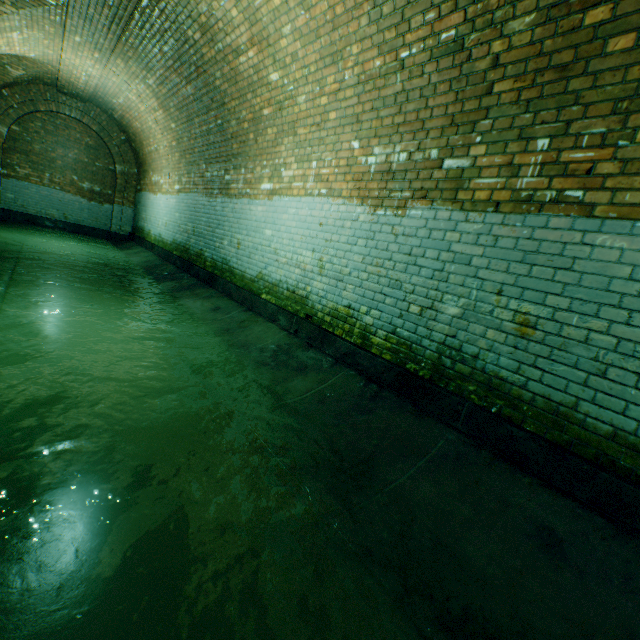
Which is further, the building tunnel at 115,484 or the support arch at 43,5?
the support arch at 43,5

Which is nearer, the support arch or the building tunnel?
the building tunnel

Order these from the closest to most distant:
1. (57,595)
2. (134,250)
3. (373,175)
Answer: (57,595) → (373,175) → (134,250)

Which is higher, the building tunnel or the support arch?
the support arch

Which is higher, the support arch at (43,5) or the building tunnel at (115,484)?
the support arch at (43,5)
